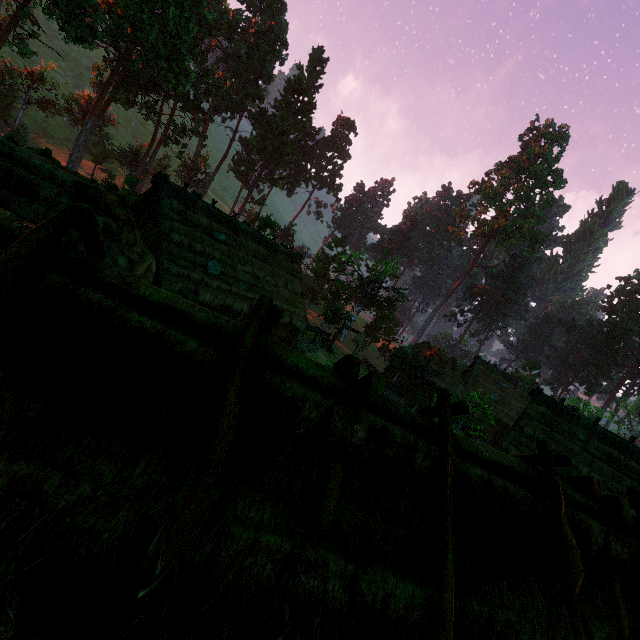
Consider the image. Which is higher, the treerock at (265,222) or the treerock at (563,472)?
the treerock at (265,222)

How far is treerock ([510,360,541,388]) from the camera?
46.2m

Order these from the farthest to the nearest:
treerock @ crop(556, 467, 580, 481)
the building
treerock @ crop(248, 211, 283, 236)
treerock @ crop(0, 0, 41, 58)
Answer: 1. treerock @ crop(248, 211, 283, 236)
2. treerock @ crop(0, 0, 41, 58)
3. treerock @ crop(556, 467, 580, 481)
4. the building

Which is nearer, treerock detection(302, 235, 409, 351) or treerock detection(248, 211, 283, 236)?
treerock detection(248, 211, 283, 236)

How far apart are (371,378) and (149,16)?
43.4 meters

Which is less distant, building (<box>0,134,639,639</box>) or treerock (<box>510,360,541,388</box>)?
building (<box>0,134,639,639</box>)

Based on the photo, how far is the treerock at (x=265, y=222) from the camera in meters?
34.7 m
